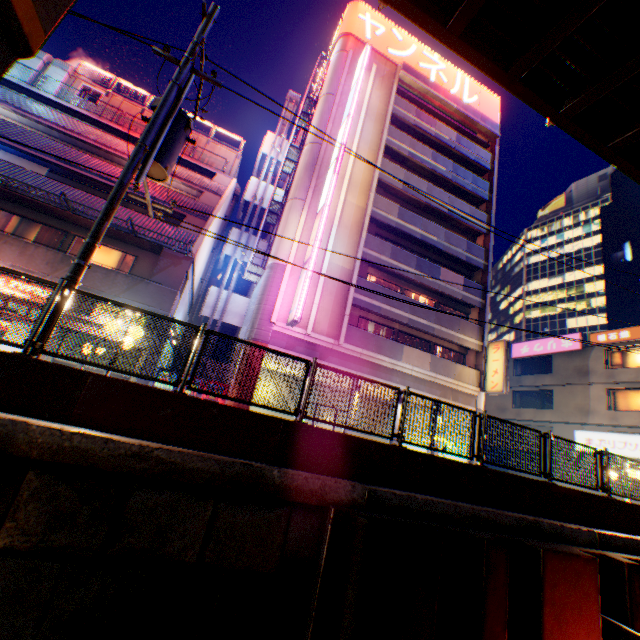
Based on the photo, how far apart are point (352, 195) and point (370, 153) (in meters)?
4.01

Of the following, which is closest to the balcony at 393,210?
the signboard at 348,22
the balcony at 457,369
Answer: the balcony at 457,369

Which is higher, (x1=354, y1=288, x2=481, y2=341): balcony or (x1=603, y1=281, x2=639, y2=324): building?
(x1=603, y1=281, x2=639, y2=324): building

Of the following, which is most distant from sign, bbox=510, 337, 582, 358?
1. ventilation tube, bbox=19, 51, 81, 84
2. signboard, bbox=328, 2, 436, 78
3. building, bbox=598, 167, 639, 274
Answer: ventilation tube, bbox=19, 51, 81, 84

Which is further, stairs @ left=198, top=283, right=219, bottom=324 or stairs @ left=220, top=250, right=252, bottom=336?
stairs @ left=220, top=250, right=252, bottom=336

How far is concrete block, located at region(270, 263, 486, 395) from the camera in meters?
17.1

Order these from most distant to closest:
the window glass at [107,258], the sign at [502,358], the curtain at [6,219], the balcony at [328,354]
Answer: the sign at [502,358] → the balcony at [328,354] → the window glass at [107,258] → the curtain at [6,219]

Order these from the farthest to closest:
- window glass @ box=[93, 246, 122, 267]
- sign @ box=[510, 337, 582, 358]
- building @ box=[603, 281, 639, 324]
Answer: building @ box=[603, 281, 639, 324]
sign @ box=[510, 337, 582, 358]
window glass @ box=[93, 246, 122, 267]
